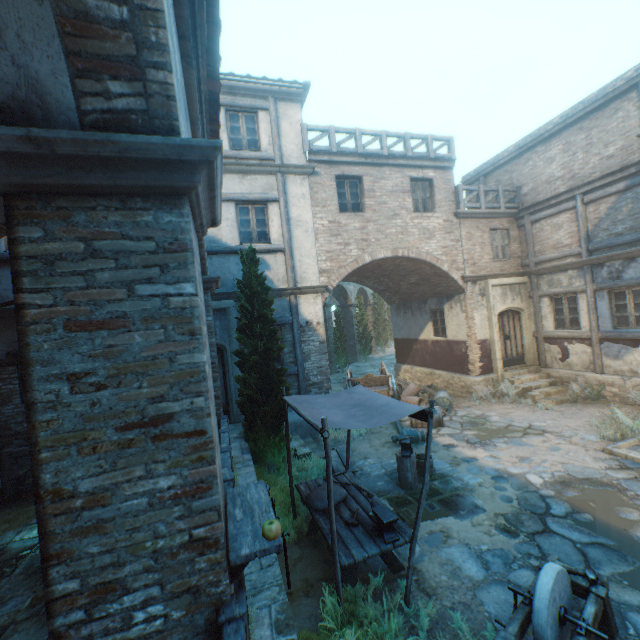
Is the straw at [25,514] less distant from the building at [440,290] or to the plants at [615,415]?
the building at [440,290]

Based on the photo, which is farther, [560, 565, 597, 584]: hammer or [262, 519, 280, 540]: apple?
[560, 565, 597, 584]: hammer

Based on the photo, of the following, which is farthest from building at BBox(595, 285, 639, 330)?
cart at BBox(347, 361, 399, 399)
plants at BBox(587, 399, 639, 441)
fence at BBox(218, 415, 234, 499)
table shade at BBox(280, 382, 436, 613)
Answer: cart at BBox(347, 361, 399, 399)

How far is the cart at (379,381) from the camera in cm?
1192

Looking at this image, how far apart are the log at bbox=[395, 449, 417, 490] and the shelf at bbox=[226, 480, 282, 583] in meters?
4.5

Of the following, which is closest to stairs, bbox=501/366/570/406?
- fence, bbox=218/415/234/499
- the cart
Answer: the cart

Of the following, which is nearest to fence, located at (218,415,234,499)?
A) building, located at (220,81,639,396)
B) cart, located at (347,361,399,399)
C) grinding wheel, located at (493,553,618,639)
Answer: building, located at (220,81,639,396)

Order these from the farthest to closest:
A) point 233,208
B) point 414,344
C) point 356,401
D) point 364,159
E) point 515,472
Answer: point 414,344
point 364,159
point 233,208
point 515,472
point 356,401
